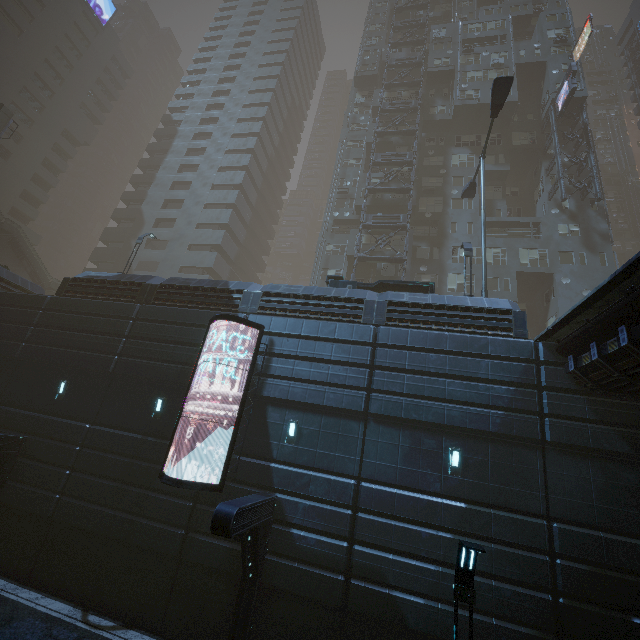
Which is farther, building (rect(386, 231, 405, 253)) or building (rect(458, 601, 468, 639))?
building (rect(386, 231, 405, 253))

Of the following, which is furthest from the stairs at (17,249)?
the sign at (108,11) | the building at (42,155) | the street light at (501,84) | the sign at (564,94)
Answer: the sign at (564,94)

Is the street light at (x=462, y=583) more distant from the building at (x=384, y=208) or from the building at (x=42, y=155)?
the building at (x=42, y=155)

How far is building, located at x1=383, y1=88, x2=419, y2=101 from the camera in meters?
37.6

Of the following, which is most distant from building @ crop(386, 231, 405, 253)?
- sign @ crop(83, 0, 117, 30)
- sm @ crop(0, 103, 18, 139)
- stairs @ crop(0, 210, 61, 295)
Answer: sign @ crop(83, 0, 117, 30)

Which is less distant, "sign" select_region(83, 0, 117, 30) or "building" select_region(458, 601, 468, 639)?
"building" select_region(458, 601, 468, 639)

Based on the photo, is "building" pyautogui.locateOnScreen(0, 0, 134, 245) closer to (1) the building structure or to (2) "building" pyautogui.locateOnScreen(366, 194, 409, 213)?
(2) "building" pyautogui.locateOnScreen(366, 194, 409, 213)

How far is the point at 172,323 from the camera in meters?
15.6 m
